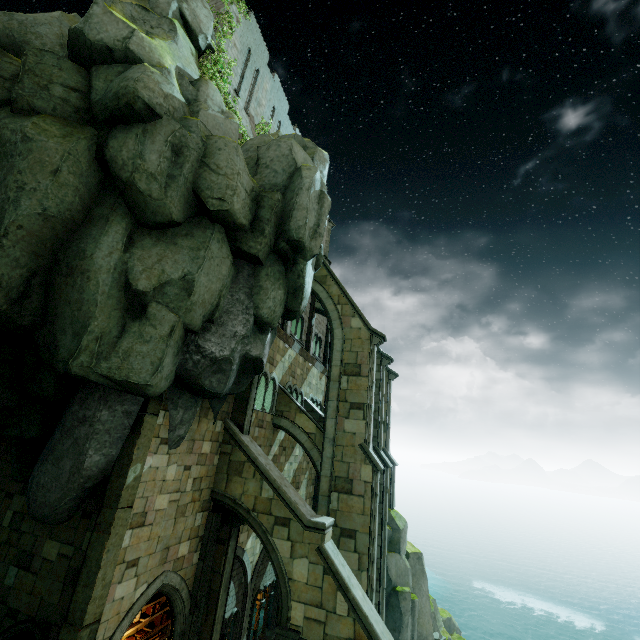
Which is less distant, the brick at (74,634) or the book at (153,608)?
the brick at (74,634)

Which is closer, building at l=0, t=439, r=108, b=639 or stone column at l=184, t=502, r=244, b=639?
building at l=0, t=439, r=108, b=639

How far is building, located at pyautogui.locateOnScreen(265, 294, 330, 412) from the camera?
17.56m

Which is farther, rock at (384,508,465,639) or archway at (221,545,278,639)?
rock at (384,508,465,639)

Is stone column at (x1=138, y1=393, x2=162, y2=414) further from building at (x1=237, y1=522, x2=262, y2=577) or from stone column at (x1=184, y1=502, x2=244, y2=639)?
building at (x1=237, y1=522, x2=262, y2=577)

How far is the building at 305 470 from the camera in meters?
15.5

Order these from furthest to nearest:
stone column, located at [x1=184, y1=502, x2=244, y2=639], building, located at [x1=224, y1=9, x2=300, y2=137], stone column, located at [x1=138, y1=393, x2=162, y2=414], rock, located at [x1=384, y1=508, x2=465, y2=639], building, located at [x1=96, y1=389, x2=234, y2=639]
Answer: rock, located at [x1=384, y1=508, x2=465, y2=639]
building, located at [x1=224, y1=9, x2=300, y2=137]
stone column, located at [x1=184, y1=502, x2=244, y2=639]
stone column, located at [x1=138, y1=393, x2=162, y2=414]
building, located at [x1=96, y1=389, x2=234, y2=639]

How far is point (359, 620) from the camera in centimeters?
921cm
